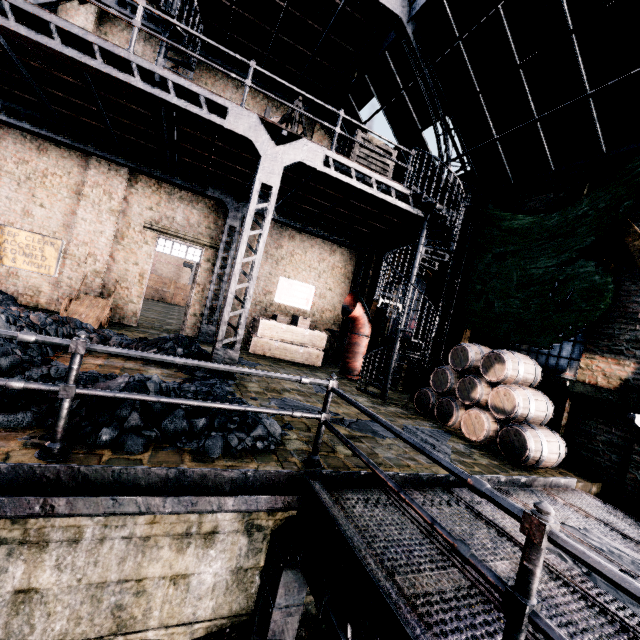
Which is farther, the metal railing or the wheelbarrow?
the wheelbarrow

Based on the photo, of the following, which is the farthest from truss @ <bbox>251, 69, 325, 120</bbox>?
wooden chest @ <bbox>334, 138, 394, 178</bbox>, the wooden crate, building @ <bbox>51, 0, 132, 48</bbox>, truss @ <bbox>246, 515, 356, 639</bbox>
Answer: truss @ <bbox>246, 515, 356, 639</bbox>

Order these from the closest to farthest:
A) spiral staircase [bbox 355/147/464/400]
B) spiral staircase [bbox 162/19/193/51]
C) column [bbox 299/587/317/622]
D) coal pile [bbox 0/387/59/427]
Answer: coal pile [bbox 0/387/59/427] → column [bbox 299/587/317/622] → spiral staircase [bbox 355/147/464/400] → spiral staircase [bbox 162/19/193/51]

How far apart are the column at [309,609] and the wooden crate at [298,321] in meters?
9.2

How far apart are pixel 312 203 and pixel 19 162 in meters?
10.5

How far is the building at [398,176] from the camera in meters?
13.3

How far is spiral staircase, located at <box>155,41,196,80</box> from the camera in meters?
10.4

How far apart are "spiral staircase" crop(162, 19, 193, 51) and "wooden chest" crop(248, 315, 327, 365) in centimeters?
875cm
